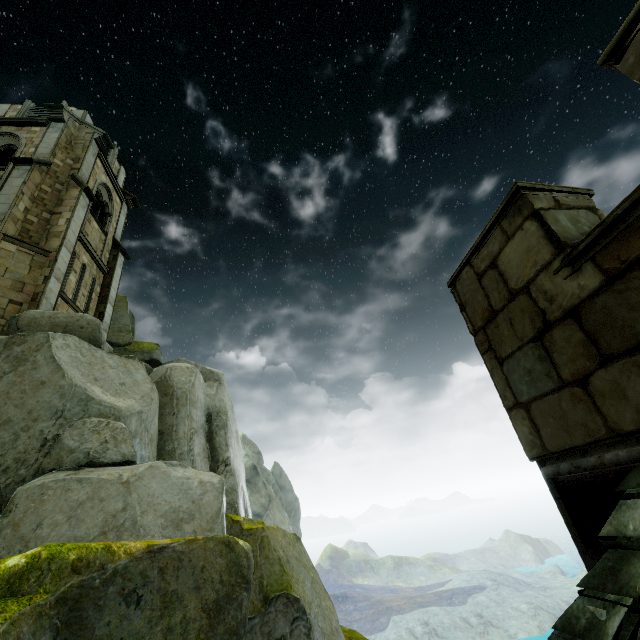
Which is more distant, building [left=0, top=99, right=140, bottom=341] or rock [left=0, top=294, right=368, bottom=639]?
building [left=0, top=99, right=140, bottom=341]

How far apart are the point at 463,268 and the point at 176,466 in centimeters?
804cm

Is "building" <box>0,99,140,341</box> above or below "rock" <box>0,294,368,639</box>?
above

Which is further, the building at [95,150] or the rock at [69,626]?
the building at [95,150]

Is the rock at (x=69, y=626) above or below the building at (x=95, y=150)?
below
